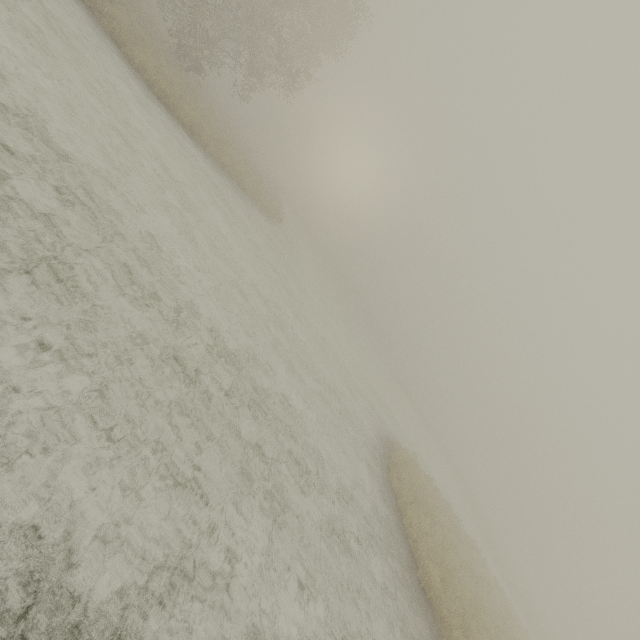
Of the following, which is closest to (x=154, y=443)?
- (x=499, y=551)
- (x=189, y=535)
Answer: (x=189, y=535)
